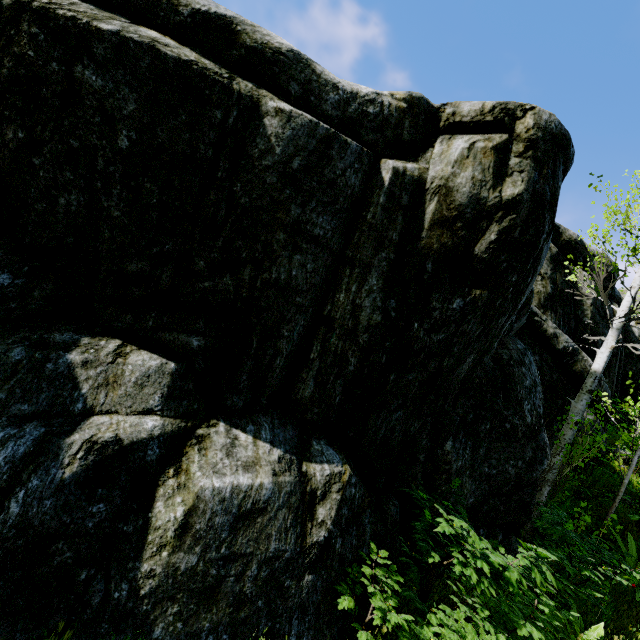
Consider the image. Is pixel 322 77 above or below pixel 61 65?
above

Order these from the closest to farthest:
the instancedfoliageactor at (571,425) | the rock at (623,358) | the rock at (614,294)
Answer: the instancedfoliageactor at (571,425) < the rock at (623,358) < the rock at (614,294)

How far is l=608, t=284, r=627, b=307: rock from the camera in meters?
12.2

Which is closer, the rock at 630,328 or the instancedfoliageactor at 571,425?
the instancedfoliageactor at 571,425

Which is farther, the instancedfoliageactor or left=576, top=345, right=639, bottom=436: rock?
left=576, top=345, right=639, bottom=436: rock

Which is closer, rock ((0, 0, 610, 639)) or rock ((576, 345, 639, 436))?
rock ((0, 0, 610, 639))

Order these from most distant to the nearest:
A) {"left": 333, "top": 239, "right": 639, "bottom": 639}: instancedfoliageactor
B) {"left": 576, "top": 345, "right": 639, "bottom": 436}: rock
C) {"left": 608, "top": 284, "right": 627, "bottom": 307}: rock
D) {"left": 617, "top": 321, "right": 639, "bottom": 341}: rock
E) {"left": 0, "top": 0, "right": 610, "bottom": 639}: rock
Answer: {"left": 617, "top": 321, "right": 639, "bottom": 341}: rock → {"left": 608, "top": 284, "right": 627, "bottom": 307}: rock → {"left": 576, "top": 345, "right": 639, "bottom": 436}: rock → {"left": 333, "top": 239, "right": 639, "bottom": 639}: instancedfoliageactor → {"left": 0, "top": 0, "right": 610, "bottom": 639}: rock
